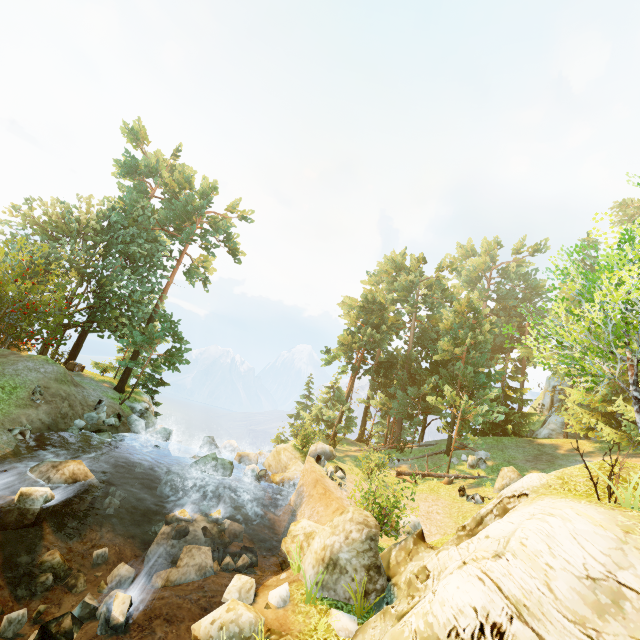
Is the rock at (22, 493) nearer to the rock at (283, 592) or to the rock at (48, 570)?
the rock at (48, 570)

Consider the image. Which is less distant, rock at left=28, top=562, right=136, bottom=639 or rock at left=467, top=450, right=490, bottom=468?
rock at left=28, top=562, right=136, bottom=639

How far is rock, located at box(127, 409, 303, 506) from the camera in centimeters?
1803cm

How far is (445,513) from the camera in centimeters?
1766cm

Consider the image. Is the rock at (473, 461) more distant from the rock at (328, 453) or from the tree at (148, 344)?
the rock at (328, 453)

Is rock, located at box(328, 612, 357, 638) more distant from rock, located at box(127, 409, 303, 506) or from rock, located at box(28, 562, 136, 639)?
rock, located at box(127, 409, 303, 506)

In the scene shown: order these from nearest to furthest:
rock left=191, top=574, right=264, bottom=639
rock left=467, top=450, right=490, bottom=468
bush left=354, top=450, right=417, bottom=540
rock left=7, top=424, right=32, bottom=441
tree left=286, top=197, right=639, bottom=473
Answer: rock left=191, top=574, right=264, bottom=639
tree left=286, top=197, right=639, bottom=473
bush left=354, top=450, right=417, bottom=540
rock left=7, top=424, right=32, bottom=441
rock left=467, top=450, right=490, bottom=468

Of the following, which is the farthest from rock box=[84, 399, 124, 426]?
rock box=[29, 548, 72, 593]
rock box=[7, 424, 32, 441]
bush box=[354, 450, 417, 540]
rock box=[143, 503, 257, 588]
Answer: bush box=[354, 450, 417, 540]
